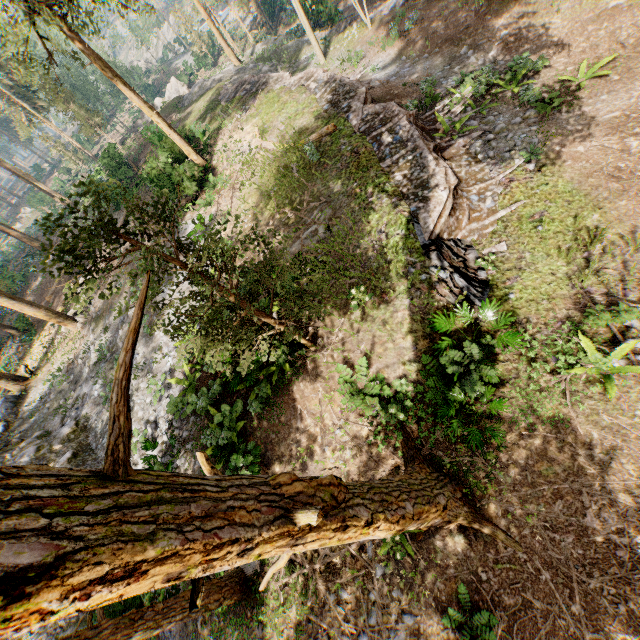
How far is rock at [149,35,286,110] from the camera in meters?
30.0 m

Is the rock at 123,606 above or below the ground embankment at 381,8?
above

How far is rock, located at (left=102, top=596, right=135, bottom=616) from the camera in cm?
774

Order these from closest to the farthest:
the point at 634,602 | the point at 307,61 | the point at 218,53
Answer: the point at 634,602 < the point at 307,61 < the point at 218,53

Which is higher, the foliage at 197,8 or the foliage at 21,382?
the foliage at 197,8

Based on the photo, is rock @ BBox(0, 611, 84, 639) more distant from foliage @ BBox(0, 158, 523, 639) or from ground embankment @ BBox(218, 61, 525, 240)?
ground embankment @ BBox(218, 61, 525, 240)

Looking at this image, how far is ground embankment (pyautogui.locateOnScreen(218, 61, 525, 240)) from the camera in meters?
11.1 m
